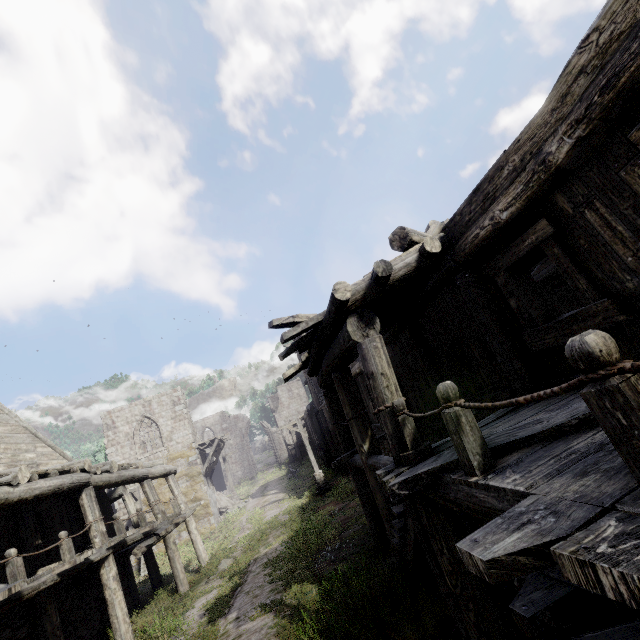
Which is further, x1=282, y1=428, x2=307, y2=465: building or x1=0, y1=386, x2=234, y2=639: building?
x1=282, y1=428, x2=307, y2=465: building

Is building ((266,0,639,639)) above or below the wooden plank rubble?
below

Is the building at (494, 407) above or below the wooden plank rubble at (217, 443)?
below

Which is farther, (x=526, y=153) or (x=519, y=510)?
(x=526, y=153)

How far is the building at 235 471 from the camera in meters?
45.8

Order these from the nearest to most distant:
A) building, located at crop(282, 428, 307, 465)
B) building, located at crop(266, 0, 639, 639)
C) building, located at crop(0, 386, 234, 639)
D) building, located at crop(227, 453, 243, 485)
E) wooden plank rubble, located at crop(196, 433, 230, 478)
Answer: building, located at crop(266, 0, 639, 639)
building, located at crop(0, 386, 234, 639)
wooden plank rubble, located at crop(196, 433, 230, 478)
building, located at crop(282, 428, 307, 465)
building, located at crop(227, 453, 243, 485)

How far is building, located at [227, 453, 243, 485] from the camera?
45.8 meters
